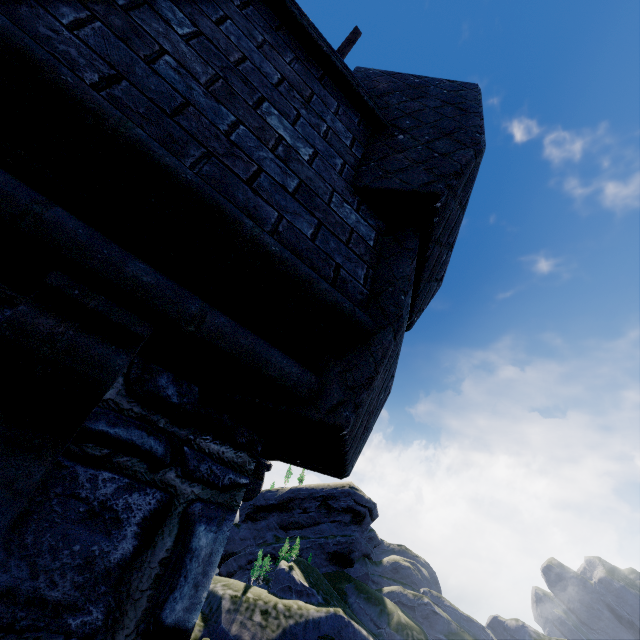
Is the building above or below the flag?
below

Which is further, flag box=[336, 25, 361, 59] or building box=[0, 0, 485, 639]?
flag box=[336, 25, 361, 59]

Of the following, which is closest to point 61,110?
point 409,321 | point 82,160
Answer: point 82,160

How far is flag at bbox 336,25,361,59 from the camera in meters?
5.2

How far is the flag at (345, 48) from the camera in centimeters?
515cm

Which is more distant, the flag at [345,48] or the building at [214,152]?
the flag at [345,48]
